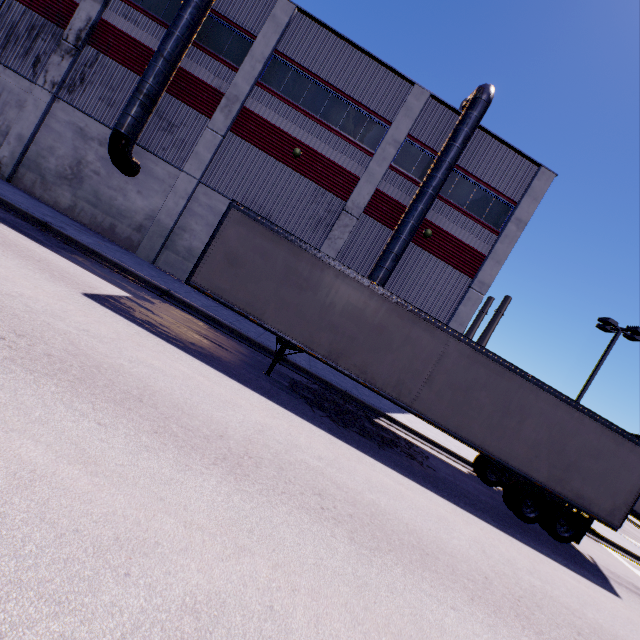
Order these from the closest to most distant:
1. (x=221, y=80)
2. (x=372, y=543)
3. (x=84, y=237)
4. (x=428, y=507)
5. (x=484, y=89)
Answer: (x=372, y=543) → (x=428, y=507) → (x=84, y=237) → (x=484, y=89) → (x=221, y=80)

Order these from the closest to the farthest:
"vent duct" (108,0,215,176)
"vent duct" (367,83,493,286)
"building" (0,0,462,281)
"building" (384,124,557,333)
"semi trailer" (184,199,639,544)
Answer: "semi trailer" (184,199,639,544), "vent duct" (108,0,215,176), "vent duct" (367,83,493,286), "building" (0,0,462,281), "building" (384,124,557,333)

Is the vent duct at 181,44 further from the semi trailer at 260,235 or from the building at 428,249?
the semi trailer at 260,235

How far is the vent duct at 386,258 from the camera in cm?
1516

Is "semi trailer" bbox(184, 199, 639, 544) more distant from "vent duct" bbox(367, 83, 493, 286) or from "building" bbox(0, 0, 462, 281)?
"vent duct" bbox(367, 83, 493, 286)

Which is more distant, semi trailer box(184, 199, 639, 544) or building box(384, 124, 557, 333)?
building box(384, 124, 557, 333)

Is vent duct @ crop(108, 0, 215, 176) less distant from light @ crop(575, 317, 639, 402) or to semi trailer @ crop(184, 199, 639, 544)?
semi trailer @ crop(184, 199, 639, 544)
